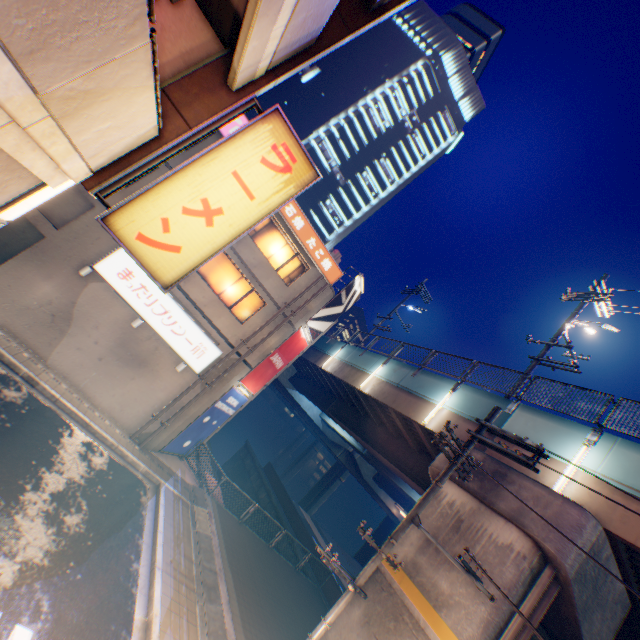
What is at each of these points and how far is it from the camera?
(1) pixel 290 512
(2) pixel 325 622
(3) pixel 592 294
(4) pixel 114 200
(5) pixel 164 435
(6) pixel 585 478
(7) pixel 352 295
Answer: (1) concrete block, 25.2 meters
(2) electric pole, 7.3 meters
(3) electric pole, 14.3 meters
(4) building, 13.0 meters
(5) building, 14.7 meters
(6) overpass support, 8.7 meters
(7) billboard, 19.7 meters

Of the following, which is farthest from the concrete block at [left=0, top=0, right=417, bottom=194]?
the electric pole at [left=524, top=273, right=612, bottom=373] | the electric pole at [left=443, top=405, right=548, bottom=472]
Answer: the electric pole at [left=524, top=273, right=612, bottom=373]

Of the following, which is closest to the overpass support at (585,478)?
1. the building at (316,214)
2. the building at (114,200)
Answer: the building at (114,200)

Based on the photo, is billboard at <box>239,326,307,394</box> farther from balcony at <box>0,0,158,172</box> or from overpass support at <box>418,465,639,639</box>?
balcony at <box>0,0,158,172</box>

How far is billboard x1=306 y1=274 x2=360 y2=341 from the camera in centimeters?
1812cm

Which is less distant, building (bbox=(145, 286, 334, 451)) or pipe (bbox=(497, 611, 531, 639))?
pipe (bbox=(497, 611, 531, 639))

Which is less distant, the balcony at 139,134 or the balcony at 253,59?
the balcony at 139,134

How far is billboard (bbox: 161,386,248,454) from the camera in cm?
1570
